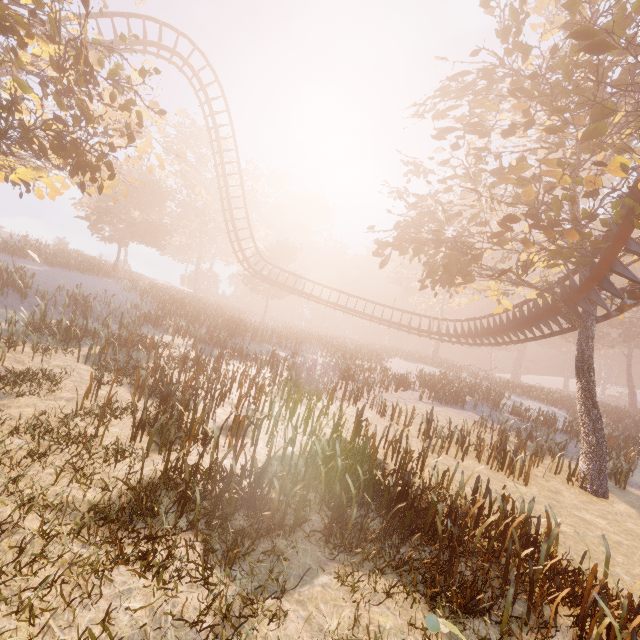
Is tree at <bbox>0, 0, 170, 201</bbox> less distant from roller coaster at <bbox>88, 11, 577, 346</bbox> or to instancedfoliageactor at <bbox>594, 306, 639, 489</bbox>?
roller coaster at <bbox>88, 11, 577, 346</bbox>

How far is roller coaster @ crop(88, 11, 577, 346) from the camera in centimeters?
1667cm

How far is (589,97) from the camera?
10.88m

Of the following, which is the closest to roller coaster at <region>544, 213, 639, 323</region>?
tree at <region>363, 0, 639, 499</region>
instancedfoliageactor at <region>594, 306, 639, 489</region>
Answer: Result: tree at <region>363, 0, 639, 499</region>

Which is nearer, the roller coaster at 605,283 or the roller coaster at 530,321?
the roller coaster at 605,283

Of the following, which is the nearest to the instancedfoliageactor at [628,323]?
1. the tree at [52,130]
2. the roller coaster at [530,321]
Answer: the roller coaster at [530,321]

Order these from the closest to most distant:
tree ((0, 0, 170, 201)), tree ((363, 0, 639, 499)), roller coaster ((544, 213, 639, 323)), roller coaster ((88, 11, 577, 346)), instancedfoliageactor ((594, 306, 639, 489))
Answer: tree ((0, 0, 170, 201)) < tree ((363, 0, 639, 499)) < roller coaster ((544, 213, 639, 323)) < instancedfoliageactor ((594, 306, 639, 489)) < roller coaster ((88, 11, 577, 346))
